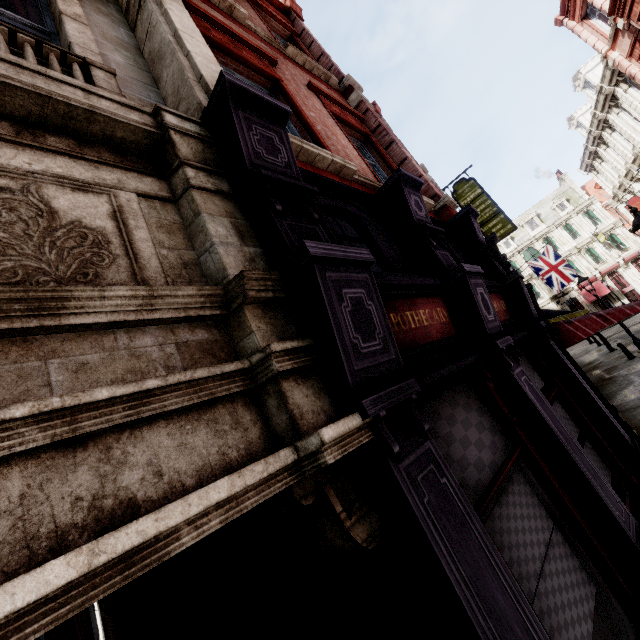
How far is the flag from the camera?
23.67m

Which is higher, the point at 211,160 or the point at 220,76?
the point at 220,76

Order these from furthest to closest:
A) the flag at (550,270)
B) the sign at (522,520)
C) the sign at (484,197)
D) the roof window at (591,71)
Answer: the flag at (550,270) < the roof window at (591,71) < the sign at (484,197) < the sign at (522,520)

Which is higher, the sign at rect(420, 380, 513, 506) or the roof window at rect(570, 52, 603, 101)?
the roof window at rect(570, 52, 603, 101)

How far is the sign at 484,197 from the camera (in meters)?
17.72

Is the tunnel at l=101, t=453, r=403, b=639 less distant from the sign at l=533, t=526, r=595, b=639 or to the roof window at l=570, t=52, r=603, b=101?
the sign at l=533, t=526, r=595, b=639

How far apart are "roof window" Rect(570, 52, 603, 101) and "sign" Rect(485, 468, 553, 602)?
29.4 meters

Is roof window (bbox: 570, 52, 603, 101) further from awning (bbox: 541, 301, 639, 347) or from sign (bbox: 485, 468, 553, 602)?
sign (bbox: 485, 468, 553, 602)
